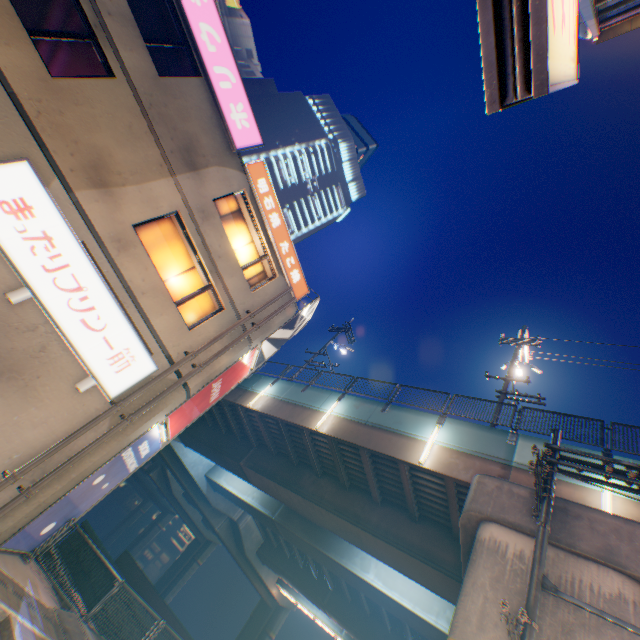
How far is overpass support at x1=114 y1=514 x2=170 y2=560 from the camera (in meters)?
55.81

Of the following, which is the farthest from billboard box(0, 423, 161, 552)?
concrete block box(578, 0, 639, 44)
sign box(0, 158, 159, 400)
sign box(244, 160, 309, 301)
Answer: concrete block box(578, 0, 639, 44)

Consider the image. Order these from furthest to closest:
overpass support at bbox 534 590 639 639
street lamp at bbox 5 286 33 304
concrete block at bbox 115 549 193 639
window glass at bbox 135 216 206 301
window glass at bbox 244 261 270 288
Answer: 1. concrete block at bbox 115 549 193 639
2. window glass at bbox 244 261 270 288
3. window glass at bbox 135 216 206 301
4. street lamp at bbox 5 286 33 304
5. overpass support at bbox 534 590 639 639

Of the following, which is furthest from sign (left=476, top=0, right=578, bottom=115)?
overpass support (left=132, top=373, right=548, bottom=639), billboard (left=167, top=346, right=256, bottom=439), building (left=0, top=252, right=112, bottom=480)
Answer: billboard (left=167, top=346, right=256, bottom=439)

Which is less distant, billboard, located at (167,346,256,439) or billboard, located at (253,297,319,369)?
billboard, located at (167,346,256,439)

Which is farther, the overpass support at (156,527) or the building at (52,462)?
the overpass support at (156,527)

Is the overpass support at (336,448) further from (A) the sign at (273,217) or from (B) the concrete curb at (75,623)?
(A) the sign at (273,217)

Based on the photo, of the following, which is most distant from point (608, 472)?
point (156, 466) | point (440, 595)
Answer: point (156, 466)
